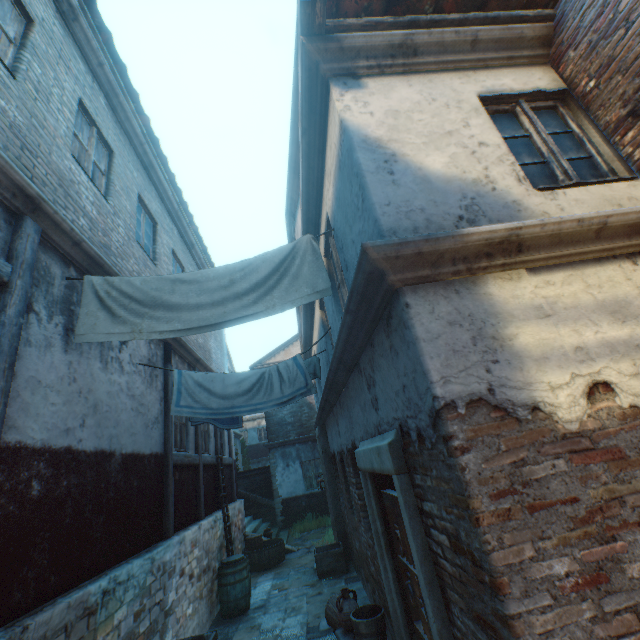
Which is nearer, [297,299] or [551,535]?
[551,535]

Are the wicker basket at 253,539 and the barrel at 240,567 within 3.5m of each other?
yes

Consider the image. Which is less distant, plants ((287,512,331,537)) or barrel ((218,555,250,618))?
barrel ((218,555,250,618))

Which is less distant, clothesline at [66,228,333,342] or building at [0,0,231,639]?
building at [0,0,231,639]

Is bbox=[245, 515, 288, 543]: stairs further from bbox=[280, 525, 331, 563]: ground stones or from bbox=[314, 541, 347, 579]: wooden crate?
bbox=[314, 541, 347, 579]: wooden crate

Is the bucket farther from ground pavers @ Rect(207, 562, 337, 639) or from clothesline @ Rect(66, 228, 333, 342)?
clothesline @ Rect(66, 228, 333, 342)

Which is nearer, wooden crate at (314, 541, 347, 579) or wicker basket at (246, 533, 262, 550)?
wooden crate at (314, 541, 347, 579)

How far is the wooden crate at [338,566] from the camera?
8.14m
